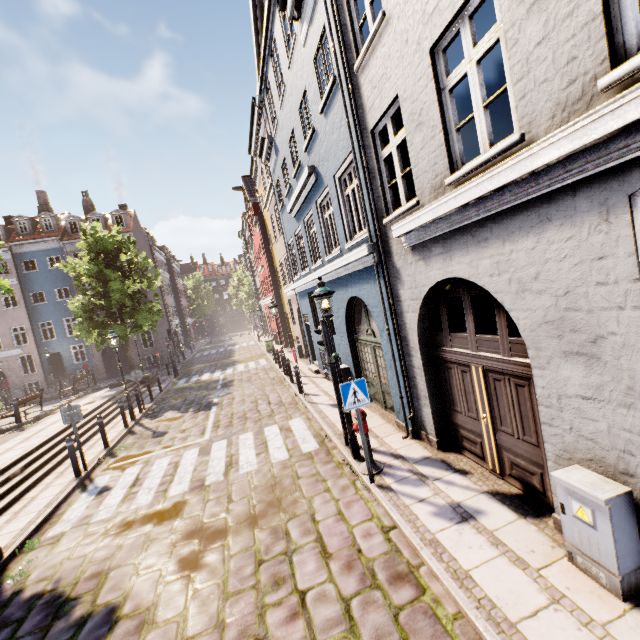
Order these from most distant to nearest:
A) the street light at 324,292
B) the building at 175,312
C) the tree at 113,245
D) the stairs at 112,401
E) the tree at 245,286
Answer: the tree at 245,286
the building at 175,312
the tree at 113,245
the stairs at 112,401
the street light at 324,292

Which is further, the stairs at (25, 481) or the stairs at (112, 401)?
the stairs at (112, 401)

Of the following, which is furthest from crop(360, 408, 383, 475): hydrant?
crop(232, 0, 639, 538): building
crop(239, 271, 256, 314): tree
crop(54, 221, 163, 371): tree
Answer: crop(239, 271, 256, 314): tree

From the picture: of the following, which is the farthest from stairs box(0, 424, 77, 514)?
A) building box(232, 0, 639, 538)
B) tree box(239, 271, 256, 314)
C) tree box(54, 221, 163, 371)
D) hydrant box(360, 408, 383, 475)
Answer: tree box(239, 271, 256, 314)

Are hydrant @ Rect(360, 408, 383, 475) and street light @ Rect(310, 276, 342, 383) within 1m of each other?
no

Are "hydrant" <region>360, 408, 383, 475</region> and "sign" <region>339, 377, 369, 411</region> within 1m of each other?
yes

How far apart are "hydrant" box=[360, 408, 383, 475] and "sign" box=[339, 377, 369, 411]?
0.5m

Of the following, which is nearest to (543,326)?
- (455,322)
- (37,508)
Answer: (455,322)
